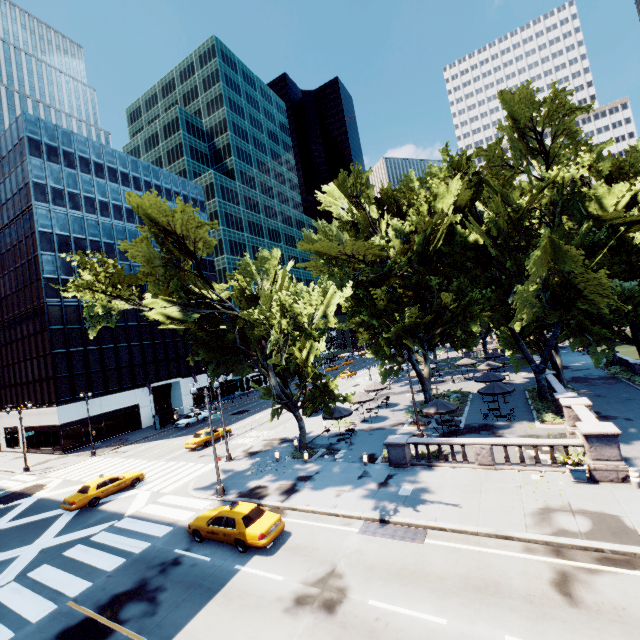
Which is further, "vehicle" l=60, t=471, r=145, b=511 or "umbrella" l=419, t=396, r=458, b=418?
"umbrella" l=419, t=396, r=458, b=418

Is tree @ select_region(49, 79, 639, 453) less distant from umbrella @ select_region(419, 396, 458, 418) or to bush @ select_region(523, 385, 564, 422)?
bush @ select_region(523, 385, 564, 422)

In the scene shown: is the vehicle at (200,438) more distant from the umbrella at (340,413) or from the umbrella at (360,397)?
the umbrella at (360,397)

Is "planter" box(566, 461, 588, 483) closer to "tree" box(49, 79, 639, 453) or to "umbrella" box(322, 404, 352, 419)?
"tree" box(49, 79, 639, 453)

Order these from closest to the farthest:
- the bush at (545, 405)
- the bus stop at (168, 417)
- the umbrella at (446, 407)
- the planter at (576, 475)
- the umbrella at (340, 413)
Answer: the planter at (576, 475) < the umbrella at (446, 407) < the bush at (545, 405) < the umbrella at (340, 413) < the bus stop at (168, 417)

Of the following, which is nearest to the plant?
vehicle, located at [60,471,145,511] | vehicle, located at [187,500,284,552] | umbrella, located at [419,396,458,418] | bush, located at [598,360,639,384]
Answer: umbrella, located at [419,396,458,418]

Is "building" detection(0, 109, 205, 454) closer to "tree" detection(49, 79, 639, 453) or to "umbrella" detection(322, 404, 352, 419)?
"tree" detection(49, 79, 639, 453)

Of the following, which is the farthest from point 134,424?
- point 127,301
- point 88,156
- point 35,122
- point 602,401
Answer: point 602,401
